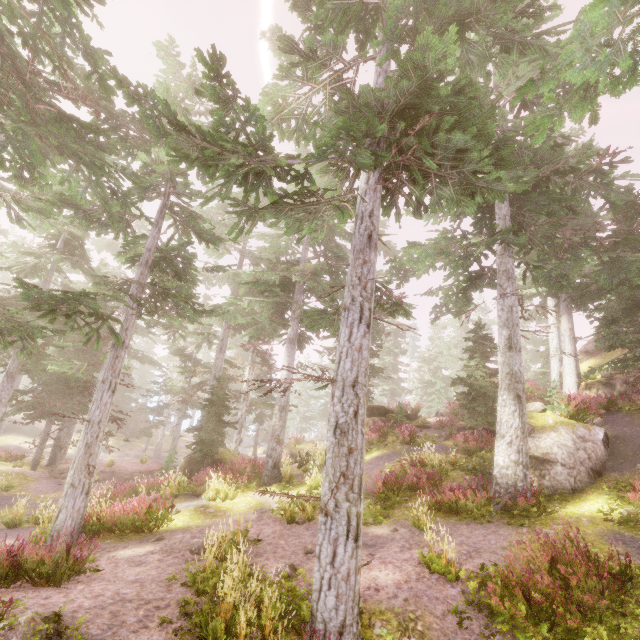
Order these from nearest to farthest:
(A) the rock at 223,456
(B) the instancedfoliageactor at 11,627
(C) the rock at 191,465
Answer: (B) the instancedfoliageactor at 11,627 → (A) the rock at 223,456 → (C) the rock at 191,465

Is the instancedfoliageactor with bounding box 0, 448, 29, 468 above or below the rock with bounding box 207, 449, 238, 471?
below

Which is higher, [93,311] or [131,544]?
[93,311]

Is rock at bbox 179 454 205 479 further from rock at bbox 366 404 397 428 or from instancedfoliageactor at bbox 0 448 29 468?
rock at bbox 366 404 397 428

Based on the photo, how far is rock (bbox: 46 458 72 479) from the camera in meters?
21.6 m

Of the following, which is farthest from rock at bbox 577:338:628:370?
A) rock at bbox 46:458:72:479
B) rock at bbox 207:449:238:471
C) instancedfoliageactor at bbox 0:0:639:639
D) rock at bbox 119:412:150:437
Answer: rock at bbox 46:458:72:479

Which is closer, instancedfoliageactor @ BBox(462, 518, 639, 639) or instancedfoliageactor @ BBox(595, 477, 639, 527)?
instancedfoliageactor @ BBox(462, 518, 639, 639)

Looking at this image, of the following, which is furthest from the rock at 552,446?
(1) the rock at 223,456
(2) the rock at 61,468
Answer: (2) the rock at 61,468
